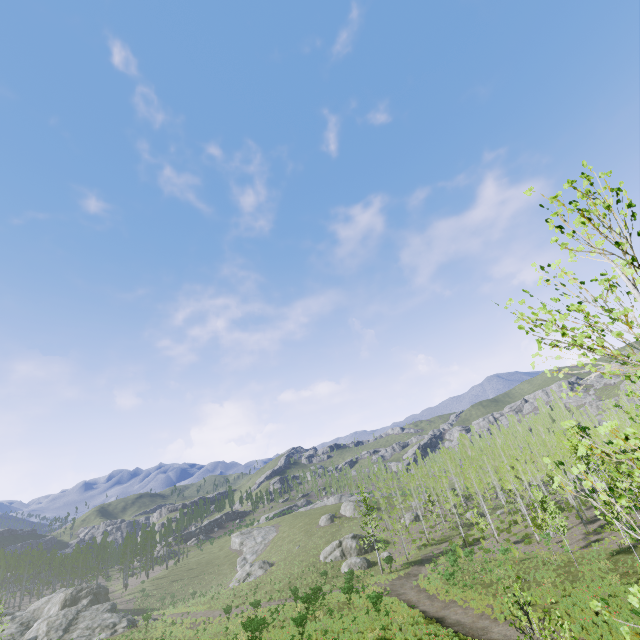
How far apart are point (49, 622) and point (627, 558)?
69.3m

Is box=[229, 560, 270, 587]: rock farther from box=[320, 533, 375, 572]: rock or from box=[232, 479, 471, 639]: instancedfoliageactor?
box=[232, 479, 471, 639]: instancedfoliageactor

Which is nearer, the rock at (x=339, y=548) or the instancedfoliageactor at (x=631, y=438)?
the instancedfoliageactor at (x=631, y=438)

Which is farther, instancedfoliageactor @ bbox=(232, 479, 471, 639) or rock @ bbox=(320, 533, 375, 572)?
rock @ bbox=(320, 533, 375, 572)

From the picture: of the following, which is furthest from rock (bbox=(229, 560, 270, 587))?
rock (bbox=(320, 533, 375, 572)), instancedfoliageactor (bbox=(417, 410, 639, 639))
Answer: instancedfoliageactor (bbox=(417, 410, 639, 639))

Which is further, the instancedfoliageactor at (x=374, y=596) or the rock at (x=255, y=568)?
the rock at (x=255, y=568)
